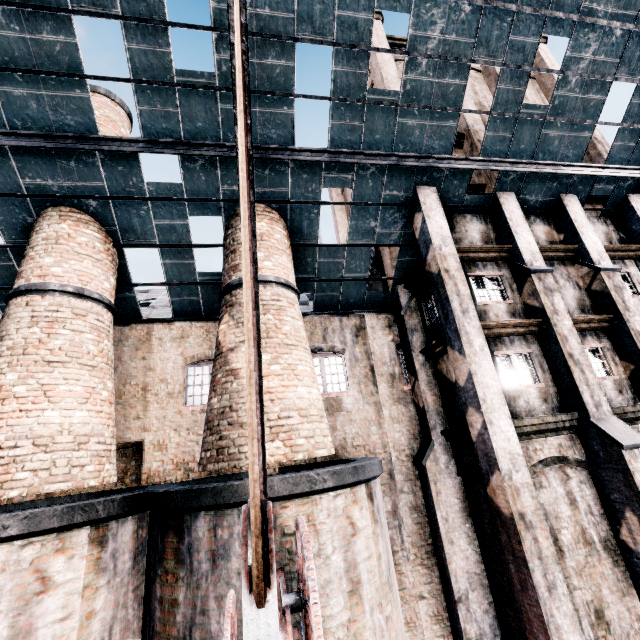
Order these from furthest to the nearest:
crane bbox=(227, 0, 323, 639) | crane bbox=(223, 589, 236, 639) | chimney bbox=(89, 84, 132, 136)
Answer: chimney bbox=(89, 84, 132, 136)
crane bbox=(223, 589, 236, 639)
crane bbox=(227, 0, 323, 639)

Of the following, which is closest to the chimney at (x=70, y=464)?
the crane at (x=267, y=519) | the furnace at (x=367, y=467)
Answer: the furnace at (x=367, y=467)

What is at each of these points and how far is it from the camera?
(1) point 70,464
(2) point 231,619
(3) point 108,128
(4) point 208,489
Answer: (1) chimney, 7.9 meters
(2) crane, 4.3 meters
(3) chimney, 12.7 meters
(4) furnace, 6.8 meters

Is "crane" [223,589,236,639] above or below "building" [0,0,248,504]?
below

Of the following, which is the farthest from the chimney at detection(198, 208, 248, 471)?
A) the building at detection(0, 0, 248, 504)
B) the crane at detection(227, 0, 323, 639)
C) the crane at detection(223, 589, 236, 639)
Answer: the crane at detection(223, 589, 236, 639)

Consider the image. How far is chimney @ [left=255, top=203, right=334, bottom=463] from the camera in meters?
8.2 m

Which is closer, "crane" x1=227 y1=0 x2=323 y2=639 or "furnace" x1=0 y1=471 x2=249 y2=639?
"crane" x1=227 y1=0 x2=323 y2=639

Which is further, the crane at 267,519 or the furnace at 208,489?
the furnace at 208,489
